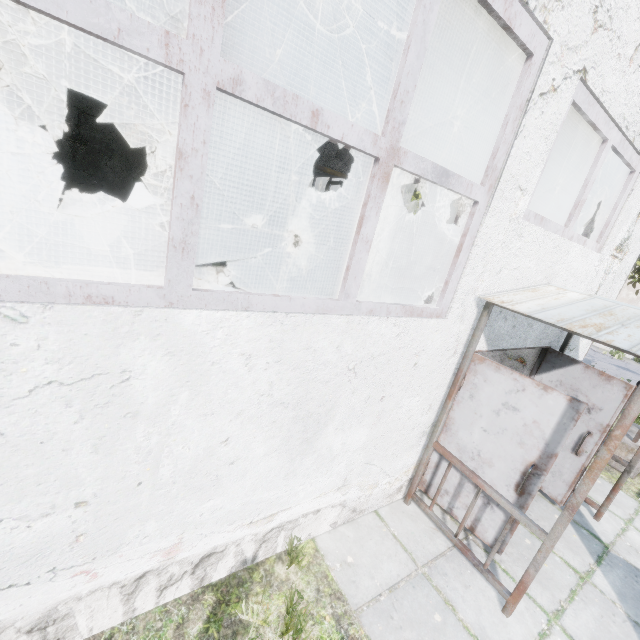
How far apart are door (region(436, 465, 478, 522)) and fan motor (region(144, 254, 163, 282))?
6.66m

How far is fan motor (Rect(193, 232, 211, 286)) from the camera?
8.32m

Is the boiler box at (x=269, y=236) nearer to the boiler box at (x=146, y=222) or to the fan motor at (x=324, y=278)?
the fan motor at (x=324, y=278)

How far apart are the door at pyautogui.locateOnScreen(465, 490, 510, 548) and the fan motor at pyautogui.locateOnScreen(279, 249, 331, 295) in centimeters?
679cm

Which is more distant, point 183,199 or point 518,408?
point 518,408

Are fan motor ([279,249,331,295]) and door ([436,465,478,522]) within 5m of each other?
no

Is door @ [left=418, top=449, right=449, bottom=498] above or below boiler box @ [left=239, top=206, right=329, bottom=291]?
below

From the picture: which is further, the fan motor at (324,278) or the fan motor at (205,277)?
the fan motor at (324,278)
